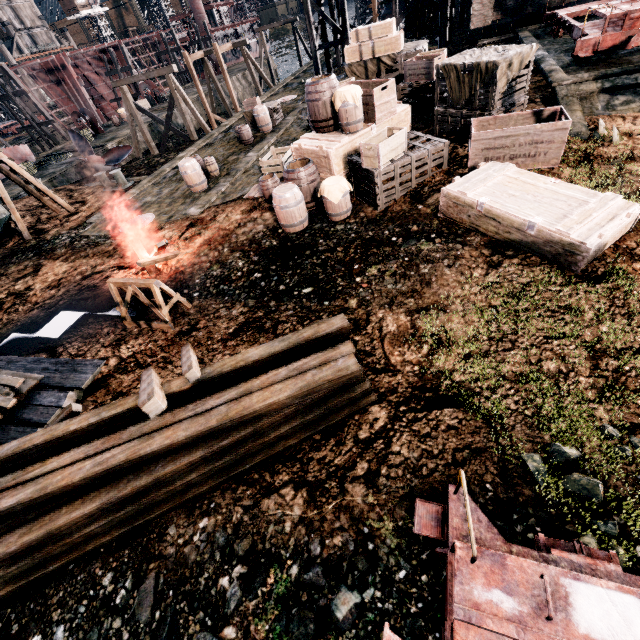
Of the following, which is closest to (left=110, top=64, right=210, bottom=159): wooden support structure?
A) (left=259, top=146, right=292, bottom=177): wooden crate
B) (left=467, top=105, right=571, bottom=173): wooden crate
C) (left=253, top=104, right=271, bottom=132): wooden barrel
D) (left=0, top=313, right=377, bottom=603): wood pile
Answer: (left=253, top=104, right=271, bottom=132): wooden barrel

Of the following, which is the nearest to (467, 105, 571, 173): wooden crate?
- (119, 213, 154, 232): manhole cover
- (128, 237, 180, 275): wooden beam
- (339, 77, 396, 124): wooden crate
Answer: (339, 77, 396, 124): wooden crate

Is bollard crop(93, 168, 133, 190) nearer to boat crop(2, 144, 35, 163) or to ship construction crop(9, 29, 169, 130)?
boat crop(2, 144, 35, 163)

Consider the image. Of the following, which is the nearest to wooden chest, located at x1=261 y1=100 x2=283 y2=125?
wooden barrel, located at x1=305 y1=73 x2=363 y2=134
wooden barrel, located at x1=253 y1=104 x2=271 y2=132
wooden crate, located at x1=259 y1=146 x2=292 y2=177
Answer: wooden barrel, located at x1=253 y1=104 x2=271 y2=132

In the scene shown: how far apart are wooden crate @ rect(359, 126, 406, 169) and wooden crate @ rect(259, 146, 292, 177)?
5.8m

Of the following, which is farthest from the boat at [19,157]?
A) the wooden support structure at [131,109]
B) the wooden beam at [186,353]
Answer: the wooden beam at [186,353]

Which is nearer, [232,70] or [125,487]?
[125,487]

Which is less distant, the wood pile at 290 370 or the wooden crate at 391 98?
the wood pile at 290 370
